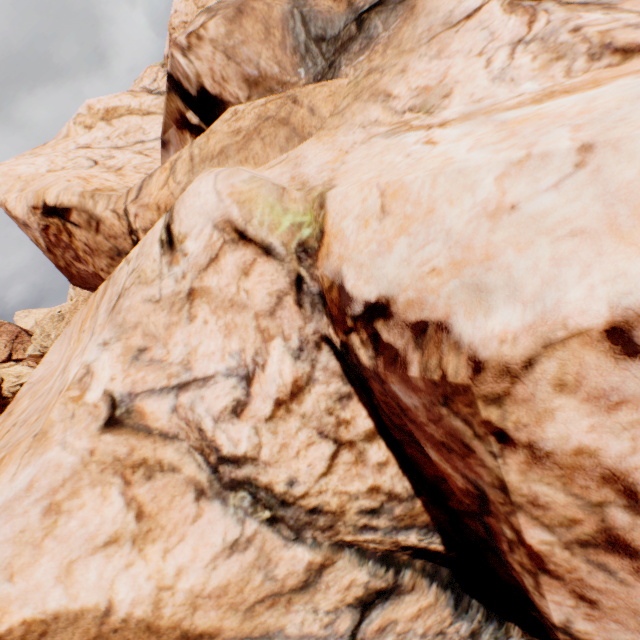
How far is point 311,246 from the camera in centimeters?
586cm
